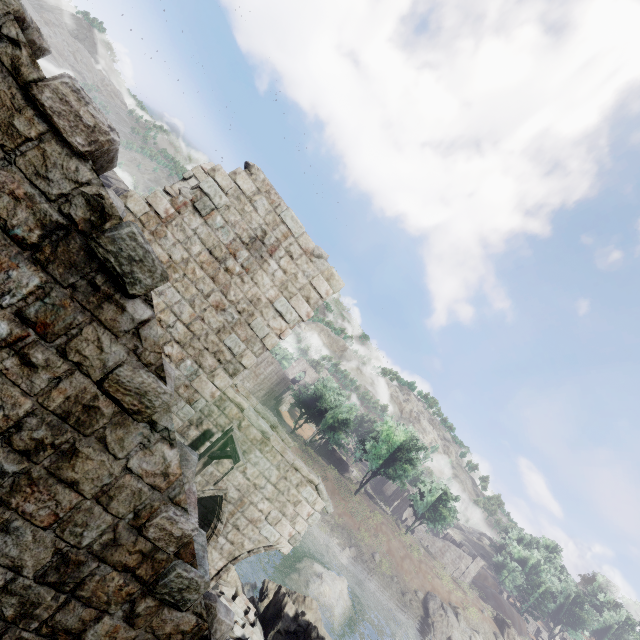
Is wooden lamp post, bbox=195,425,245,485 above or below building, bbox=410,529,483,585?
below

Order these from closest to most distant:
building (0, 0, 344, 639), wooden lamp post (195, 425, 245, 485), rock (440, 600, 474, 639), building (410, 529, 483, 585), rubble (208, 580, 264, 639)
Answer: building (0, 0, 344, 639) → wooden lamp post (195, 425, 245, 485) → rubble (208, 580, 264, 639) → rock (440, 600, 474, 639) → building (410, 529, 483, 585)

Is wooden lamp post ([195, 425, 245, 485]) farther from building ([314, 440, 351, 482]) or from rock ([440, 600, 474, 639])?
building ([314, 440, 351, 482])

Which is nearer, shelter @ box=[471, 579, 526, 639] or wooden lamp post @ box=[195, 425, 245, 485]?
wooden lamp post @ box=[195, 425, 245, 485]

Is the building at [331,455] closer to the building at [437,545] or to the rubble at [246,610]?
the building at [437,545]

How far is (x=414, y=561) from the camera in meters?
41.7

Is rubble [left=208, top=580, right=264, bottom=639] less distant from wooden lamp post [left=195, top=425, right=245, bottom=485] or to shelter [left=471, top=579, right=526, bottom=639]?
wooden lamp post [left=195, top=425, right=245, bottom=485]

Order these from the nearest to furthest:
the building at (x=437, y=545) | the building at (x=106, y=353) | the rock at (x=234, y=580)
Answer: the building at (x=106, y=353), the rock at (x=234, y=580), the building at (x=437, y=545)
